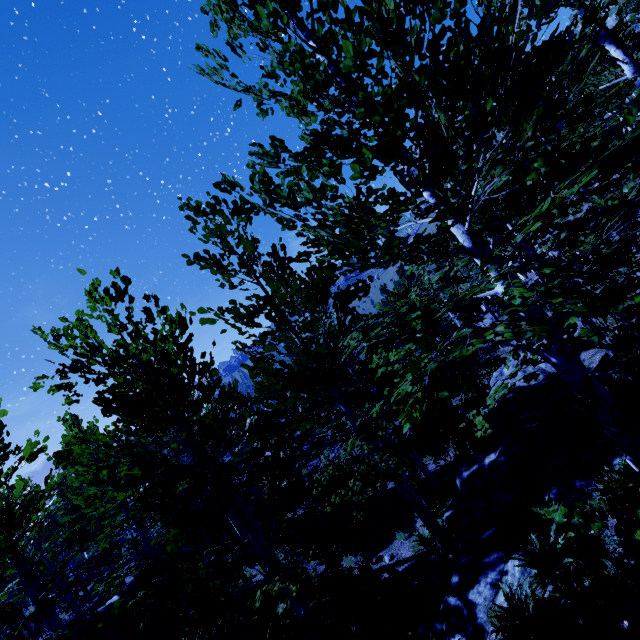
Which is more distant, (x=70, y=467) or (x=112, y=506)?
(x=70, y=467)

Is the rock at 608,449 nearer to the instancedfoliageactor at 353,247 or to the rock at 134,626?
the instancedfoliageactor at 353,247

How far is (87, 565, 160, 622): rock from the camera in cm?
1235

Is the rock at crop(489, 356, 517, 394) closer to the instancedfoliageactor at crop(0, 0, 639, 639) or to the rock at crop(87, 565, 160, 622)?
the instancedfoliageactor at crop(0, 0, 639, 639)

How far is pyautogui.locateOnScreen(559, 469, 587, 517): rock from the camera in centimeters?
609cm

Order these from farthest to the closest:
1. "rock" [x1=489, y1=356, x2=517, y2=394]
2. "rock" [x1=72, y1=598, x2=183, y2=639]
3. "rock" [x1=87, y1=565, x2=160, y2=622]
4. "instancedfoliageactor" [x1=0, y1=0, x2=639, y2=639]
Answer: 1. "rock" [x1=489, y1=356, x2=517, y2=394]
2. "rock" [x1=87, y1=565, x2=160, y2=622]
3. "rock" [x1=72, y1=598, x2=183, y2=639]
4. "instancedfoliageactor" [x1=0, y1=0, x2=639, y2=639]
